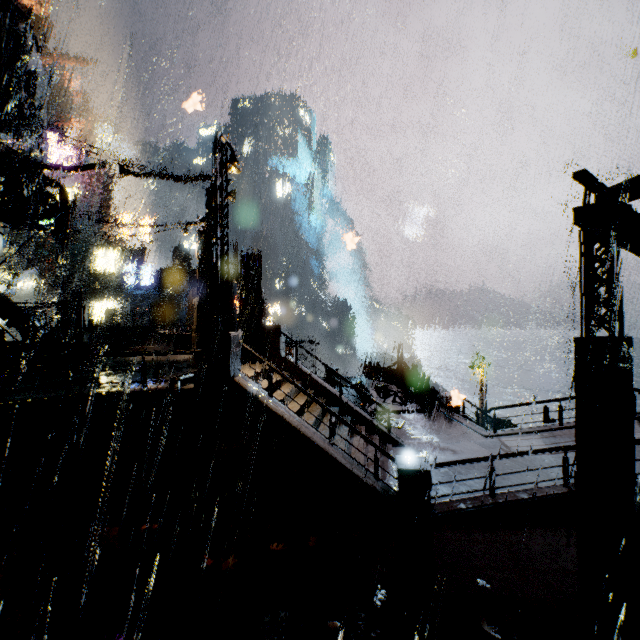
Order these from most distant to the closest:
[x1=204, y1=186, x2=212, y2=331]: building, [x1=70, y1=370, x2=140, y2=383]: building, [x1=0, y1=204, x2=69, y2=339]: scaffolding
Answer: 1. [x1=204, y1=186, x2=212, y2=331]: building
2. [x1=0, y1=204, x2=69, y2=339]: scaffolding
3. [x1=70, y1=370, x2=140, y2=383]: building

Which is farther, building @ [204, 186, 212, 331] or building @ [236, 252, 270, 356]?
building @ [204, 186, 212, 331]

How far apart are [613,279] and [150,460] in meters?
12.5 m

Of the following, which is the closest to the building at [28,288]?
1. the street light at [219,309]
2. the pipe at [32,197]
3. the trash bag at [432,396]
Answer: the trash bag at [432,396]

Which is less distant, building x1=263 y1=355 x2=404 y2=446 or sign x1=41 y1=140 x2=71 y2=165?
building x1=263 y1=355 x2=404 y2=446

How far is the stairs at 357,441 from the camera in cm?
1112

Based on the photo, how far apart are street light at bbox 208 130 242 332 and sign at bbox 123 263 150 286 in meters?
37.4

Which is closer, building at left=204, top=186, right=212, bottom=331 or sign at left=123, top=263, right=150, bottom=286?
building at left=204, top=186, right=212, bottom=331
